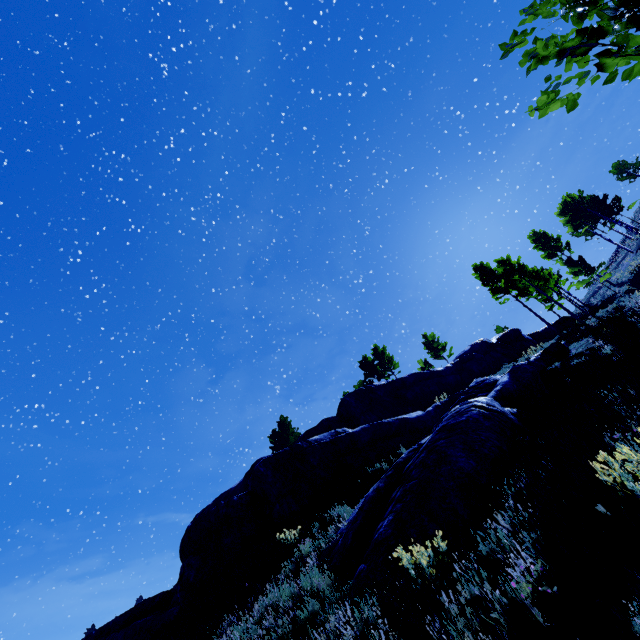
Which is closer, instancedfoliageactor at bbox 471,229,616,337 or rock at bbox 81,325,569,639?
rock at bbox 81,325,569,639

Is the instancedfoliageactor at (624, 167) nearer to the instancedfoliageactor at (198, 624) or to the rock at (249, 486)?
the instancedfoliageactor at (198, 624)

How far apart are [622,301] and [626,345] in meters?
14.3

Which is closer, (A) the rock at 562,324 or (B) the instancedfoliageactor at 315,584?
(B) the instancedfoliageactor at 315,584

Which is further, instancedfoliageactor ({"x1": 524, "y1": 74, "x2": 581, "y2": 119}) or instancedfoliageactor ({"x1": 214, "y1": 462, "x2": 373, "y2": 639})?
instancedfoliageactor ({"x1": 214, "y1": 462, "x2": 373, "y2": 639})

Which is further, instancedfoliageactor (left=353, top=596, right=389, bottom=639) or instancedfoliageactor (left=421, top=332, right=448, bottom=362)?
instancedfoliageactor (left=421, top=332, right=448, bottom=362)

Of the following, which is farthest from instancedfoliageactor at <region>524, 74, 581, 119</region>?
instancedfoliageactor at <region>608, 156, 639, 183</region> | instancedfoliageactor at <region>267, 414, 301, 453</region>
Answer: instancedfoliageactor at <region>267, 414, 301, 453</region>
